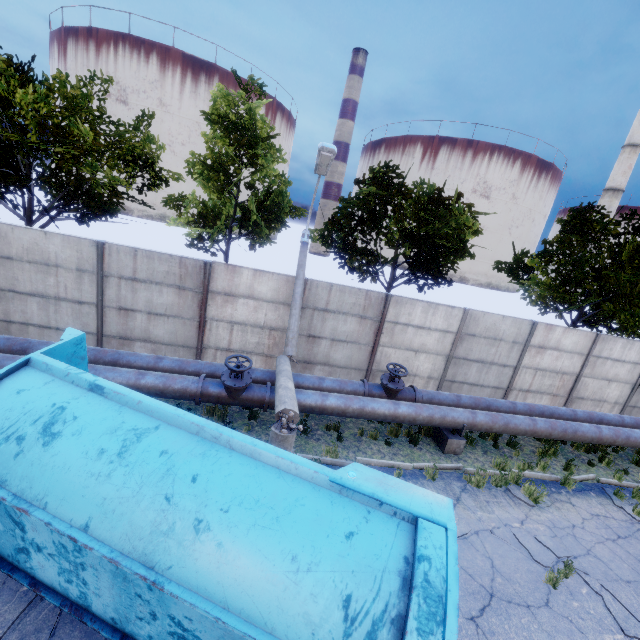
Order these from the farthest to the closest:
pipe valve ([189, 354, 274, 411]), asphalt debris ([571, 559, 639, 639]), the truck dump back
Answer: pipe valve ([189, 354, 274, 411])
asphalt debris ([571, 559, 639, 639])
the truck dump back

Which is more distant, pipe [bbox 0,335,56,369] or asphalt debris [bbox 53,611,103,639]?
pipe [bbox 0,335,56,369]

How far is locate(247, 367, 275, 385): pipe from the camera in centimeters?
868cm

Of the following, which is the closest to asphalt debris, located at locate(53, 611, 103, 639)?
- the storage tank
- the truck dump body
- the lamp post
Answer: the truck dump body

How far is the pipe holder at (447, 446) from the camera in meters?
9.0

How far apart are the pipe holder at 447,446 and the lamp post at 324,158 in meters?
4.7 m

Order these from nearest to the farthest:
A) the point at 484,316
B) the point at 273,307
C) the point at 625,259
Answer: the point at 273,307 < the point at 484,316 < the point at 625,259

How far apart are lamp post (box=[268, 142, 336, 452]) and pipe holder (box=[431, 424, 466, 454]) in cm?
466
